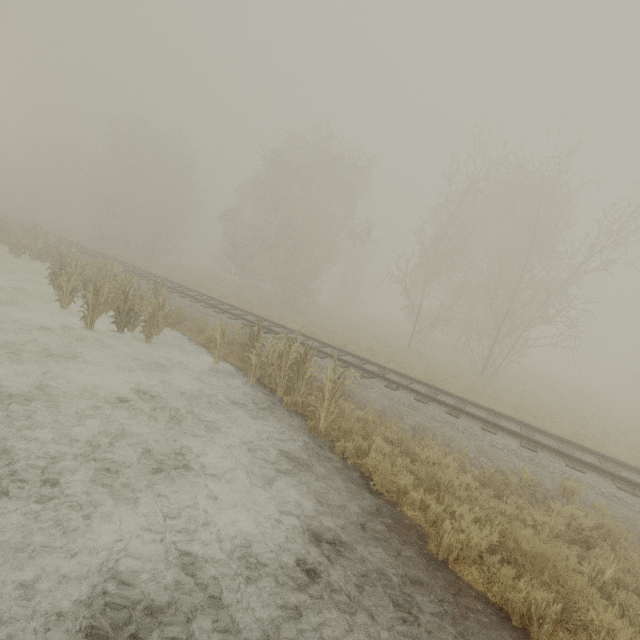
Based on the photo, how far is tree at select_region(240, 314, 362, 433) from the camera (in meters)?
7.55

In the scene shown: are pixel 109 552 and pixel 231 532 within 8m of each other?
yes

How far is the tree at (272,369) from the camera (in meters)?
7.55
